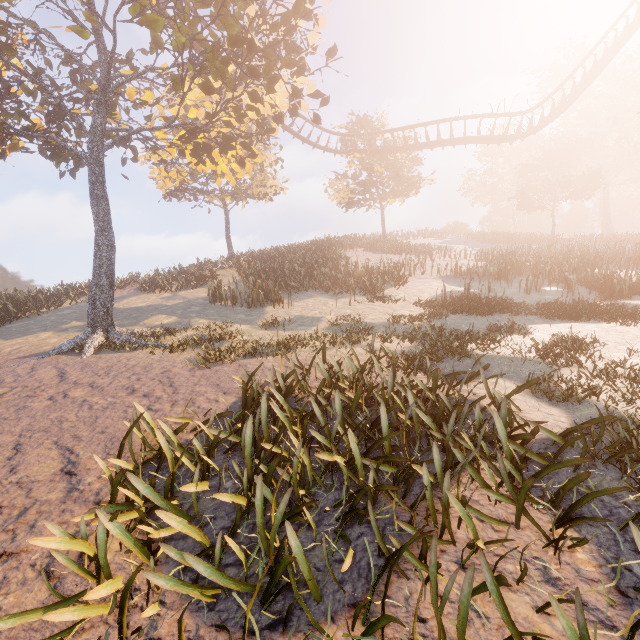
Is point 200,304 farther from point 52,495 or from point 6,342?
point 52,495

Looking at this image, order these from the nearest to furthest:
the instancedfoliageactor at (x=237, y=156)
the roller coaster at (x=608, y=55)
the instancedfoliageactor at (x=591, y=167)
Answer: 1. the instancedfoliageactor at (x=591, y=167)
2. the instancedfoliageactor at (x=237, y=156)
3. the roller coaster at (x=608, y=55)

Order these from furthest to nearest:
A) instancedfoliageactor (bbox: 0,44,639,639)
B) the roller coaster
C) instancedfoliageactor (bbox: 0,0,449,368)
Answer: the roller coaster
instancedfoliageactor (bbox: 0,0,449,368)
instancedfoliageactor (bbox: 0,44,639,639)

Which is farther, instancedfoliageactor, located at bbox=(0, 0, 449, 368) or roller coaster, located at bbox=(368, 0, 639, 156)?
roller coaster, located at bbox=(368, 0, 639, 156)

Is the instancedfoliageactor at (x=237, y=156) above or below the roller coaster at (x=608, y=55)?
below

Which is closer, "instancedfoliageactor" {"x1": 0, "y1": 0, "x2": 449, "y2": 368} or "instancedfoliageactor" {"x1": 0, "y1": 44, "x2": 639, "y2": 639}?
"instancedfoliageactor" {"x1": 0, "y1": 44, "x2": 639, "y2": 639}

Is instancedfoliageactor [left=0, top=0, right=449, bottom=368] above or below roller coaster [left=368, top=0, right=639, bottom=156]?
below
